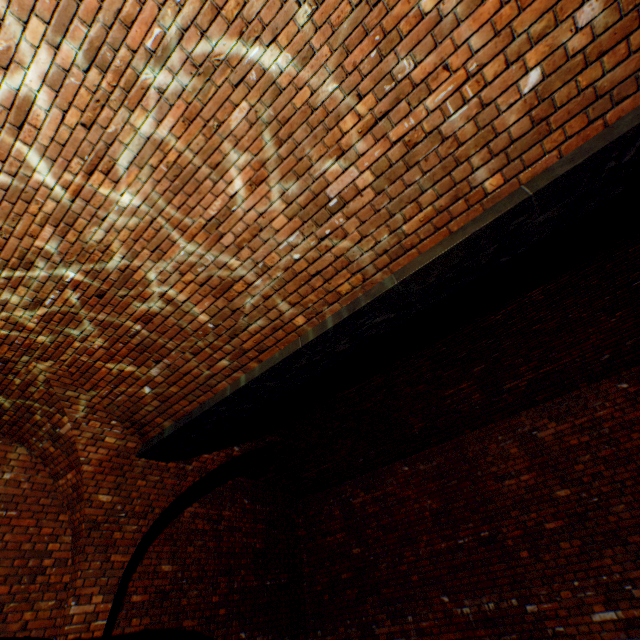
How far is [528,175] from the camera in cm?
258
